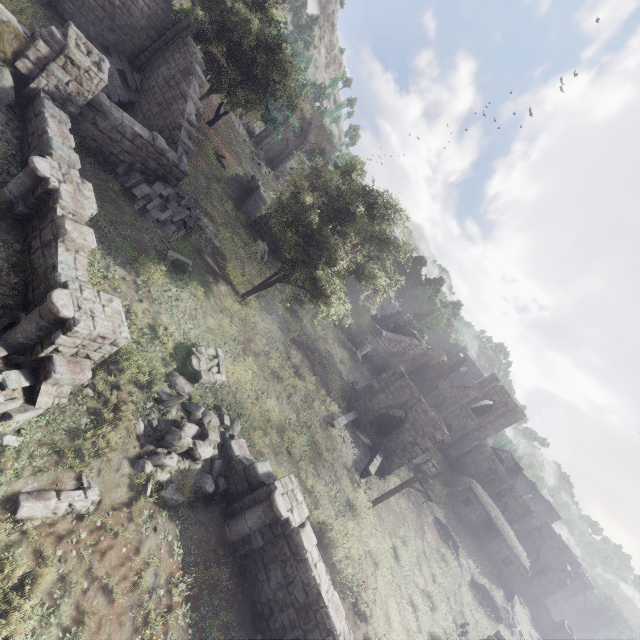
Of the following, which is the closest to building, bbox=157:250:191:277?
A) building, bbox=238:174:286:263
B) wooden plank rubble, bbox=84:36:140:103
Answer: wooden plank rubble, bbox=84:36:140:103

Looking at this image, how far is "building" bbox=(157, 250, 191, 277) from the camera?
13.3 meters

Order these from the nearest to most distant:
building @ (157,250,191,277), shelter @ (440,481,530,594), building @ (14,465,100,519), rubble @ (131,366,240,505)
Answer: building @ (14,465,100,519), rubble @ (131,366,240,505), building @ (157,250,191,277), shelter @ (440,481,530,594)

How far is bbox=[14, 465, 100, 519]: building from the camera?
5.77m

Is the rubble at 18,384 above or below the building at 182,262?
below

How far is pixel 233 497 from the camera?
9.9m

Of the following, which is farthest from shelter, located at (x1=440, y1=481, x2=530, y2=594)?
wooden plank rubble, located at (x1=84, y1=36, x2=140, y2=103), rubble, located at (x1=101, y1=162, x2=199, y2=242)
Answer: wooden plank rubble, located at (x1=84, y1=36, x2=140, y2=103)

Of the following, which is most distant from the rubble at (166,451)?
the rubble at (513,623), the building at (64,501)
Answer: the rubble at (513,623)
